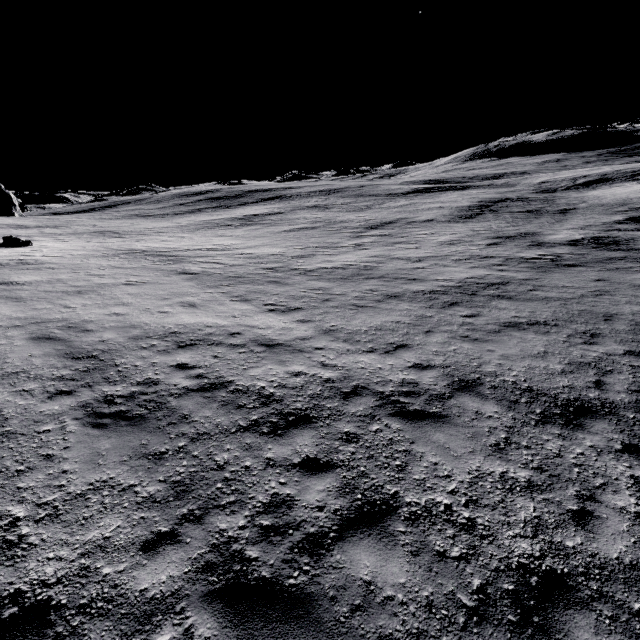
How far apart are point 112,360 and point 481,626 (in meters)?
8.32
